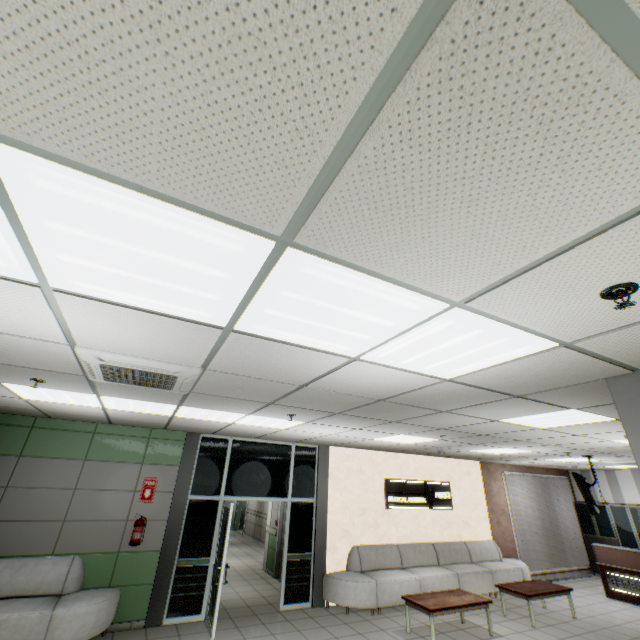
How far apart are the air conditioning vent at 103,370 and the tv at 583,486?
8.7 meters

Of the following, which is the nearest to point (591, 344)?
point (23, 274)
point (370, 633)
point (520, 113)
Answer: point (520, 113)

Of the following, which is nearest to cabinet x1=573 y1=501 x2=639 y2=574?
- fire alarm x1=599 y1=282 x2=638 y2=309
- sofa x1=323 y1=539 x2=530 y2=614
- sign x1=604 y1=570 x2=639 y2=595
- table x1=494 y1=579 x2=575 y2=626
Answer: sign x1=604 y1=570 x2=639 y2=595

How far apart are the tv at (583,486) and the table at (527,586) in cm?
174

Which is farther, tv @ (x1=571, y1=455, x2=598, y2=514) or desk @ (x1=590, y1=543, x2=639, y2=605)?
desk @ (x1=590, y1=543, x2=639, y2=605)

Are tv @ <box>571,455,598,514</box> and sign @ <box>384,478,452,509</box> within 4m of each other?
yes

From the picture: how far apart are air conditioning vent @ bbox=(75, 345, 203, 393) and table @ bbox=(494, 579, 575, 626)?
8.1 meters

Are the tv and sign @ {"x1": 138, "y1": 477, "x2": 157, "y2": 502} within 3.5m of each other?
no
